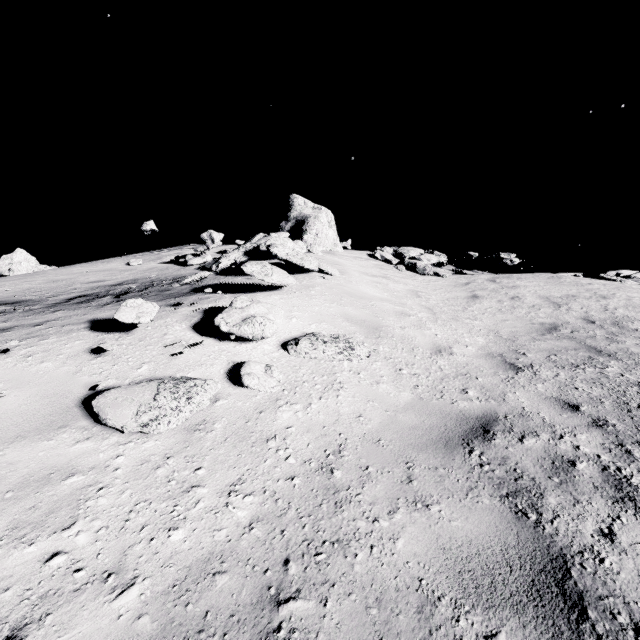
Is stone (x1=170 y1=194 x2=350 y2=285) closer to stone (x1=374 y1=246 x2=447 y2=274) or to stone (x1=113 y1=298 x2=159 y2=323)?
stone (x1=113 y1=298 x2=159 y2=323)

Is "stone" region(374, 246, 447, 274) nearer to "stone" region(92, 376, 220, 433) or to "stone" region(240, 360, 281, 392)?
"stone" region(240, 360, 281, 392)

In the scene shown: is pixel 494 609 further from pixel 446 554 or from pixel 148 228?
pixel 148 228

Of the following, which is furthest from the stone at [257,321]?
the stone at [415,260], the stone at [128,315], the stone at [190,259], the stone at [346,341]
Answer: the stone at [415,260]

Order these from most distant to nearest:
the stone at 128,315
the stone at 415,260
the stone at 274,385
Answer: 1. the stone at 415,260
2. the stone at 128,315
3. the stone at 274,385

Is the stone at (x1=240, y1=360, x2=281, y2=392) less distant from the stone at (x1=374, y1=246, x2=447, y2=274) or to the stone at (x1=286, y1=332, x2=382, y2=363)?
the stone at (x1=286, y1=332, x2=382, y2=363)

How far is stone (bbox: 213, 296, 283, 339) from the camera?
4.4m

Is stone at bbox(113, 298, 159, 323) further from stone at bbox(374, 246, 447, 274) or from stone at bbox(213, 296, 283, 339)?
stone at bbox(374, 246, 447, 274)
